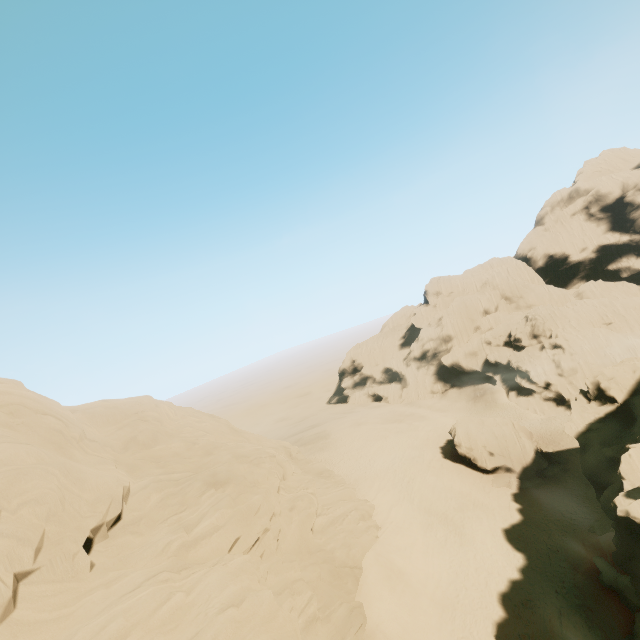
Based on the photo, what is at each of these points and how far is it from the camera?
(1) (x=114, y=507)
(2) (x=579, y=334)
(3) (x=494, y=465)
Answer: (1) rock, 16.0m
(2) rock, 52.1m
(3) rock, 36.6m

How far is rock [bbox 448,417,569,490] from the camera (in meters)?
35.28

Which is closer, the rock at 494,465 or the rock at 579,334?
the rock at 579,334

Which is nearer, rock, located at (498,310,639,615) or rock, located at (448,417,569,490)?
rock, located at (498,310,639,615)

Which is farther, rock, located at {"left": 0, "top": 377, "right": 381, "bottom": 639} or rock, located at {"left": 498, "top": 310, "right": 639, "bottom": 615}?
rock, located at {"left": 498, "top": 310, "right": 639, "bottom": 615}

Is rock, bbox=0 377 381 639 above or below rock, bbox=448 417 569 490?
above

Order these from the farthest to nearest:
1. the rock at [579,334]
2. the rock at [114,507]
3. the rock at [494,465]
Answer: the rock at [494,465] < the rock at [579,334] < the rock at [114,507]
